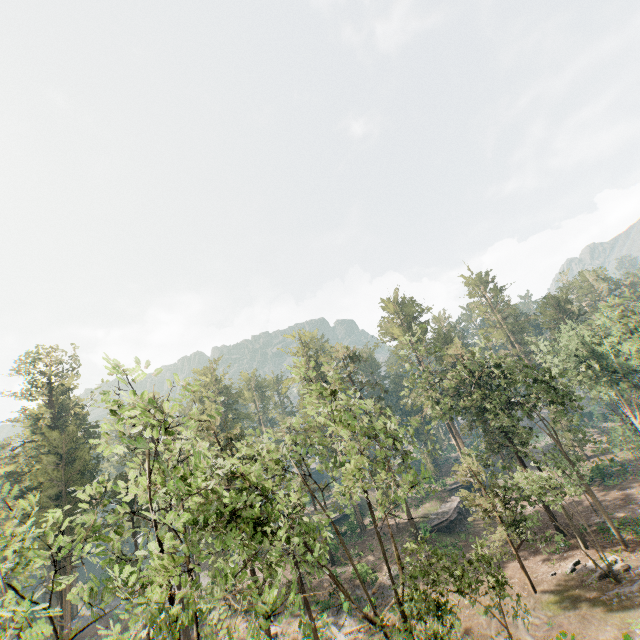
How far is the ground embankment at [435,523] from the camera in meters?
40.6 m

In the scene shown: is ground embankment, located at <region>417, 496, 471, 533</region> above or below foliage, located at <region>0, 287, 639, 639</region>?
below

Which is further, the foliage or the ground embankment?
the ground embankment

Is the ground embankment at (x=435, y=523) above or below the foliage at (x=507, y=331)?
below

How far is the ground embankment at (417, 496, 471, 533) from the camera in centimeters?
4062cm

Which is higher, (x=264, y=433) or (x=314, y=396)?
(x=314, y=396)
